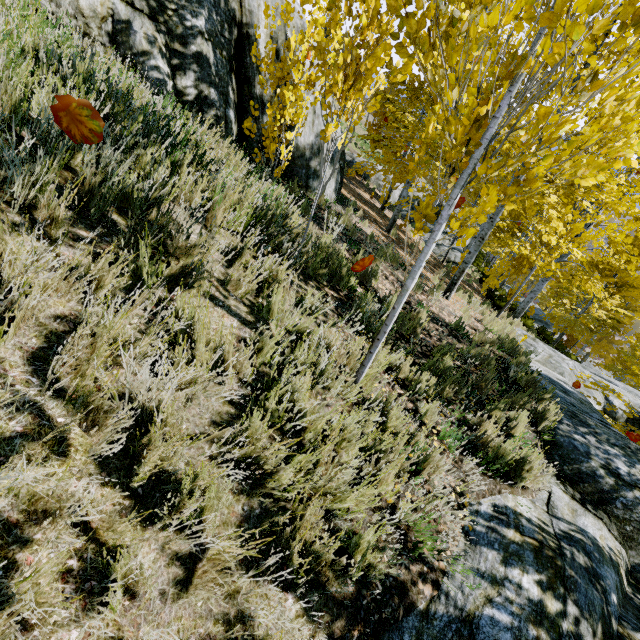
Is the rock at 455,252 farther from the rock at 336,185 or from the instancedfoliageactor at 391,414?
the rock at 336,185

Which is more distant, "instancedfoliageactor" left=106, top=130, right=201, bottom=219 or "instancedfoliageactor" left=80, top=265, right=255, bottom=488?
"instancedfoliageactor" left=106, top=130, right=201, bottom=219

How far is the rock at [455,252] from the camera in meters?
16.5 m

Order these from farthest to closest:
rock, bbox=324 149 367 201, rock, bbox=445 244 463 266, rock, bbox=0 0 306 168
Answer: rock, bbox=445 244 463 266, rock, bbox=324 149 367 201, rock, bbox=0 0 306 168

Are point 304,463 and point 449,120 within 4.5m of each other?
yes

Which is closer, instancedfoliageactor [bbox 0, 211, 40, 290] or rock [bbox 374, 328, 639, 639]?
instancedfoliageactor [bbox 0, 211, 40, 290]

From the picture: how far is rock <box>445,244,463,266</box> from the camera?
16.48m
